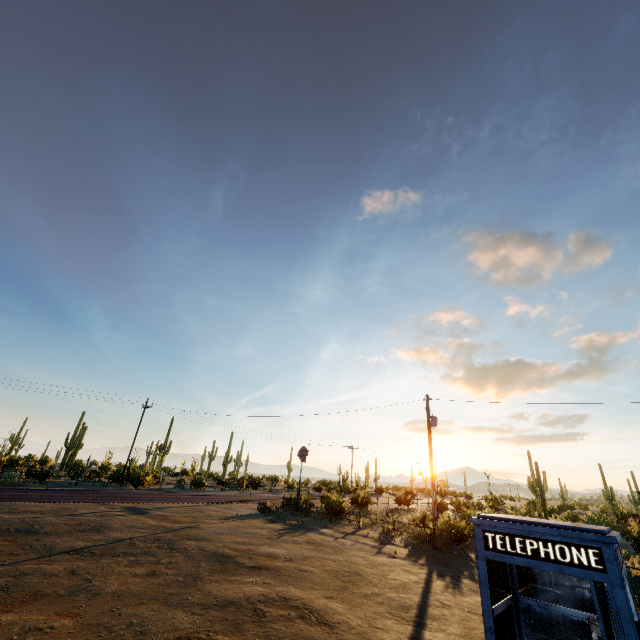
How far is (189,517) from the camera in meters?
17.7 m

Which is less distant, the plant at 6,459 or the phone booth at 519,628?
the phone booth at 519,628

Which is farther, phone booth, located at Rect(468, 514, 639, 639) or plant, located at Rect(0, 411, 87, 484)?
plant, located at Rect(0, 411, 87, 484)
